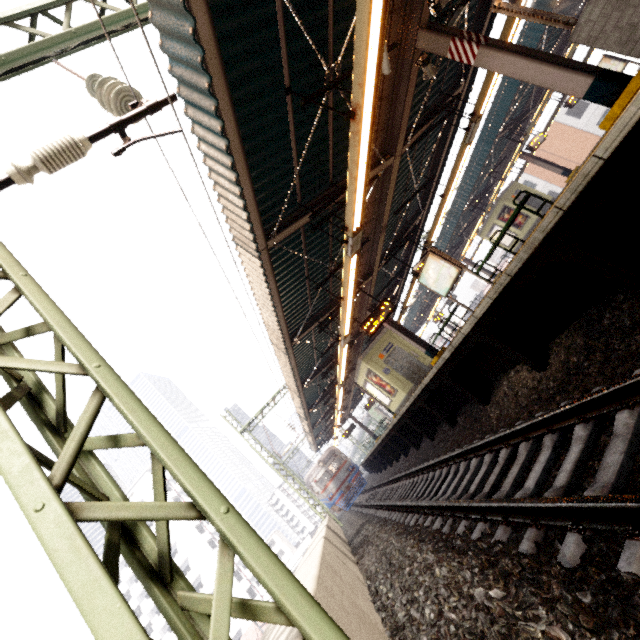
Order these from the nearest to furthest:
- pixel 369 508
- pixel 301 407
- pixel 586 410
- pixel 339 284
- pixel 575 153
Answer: pixel 586 410 → pixel 339 284 → pixel 369 508 → pixel 301 407 → pixel 575 153

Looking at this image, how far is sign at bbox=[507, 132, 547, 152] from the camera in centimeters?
1625cm

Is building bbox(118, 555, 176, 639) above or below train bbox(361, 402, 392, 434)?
above

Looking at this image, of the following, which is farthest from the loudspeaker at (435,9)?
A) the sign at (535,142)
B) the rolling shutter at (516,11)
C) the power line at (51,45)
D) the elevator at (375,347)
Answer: the sign at (535,142)

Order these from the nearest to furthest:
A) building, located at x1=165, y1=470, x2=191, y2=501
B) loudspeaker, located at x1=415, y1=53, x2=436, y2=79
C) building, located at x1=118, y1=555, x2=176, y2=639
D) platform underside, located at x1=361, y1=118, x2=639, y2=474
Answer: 1. platform underside, located at x1=361, y1=118, x2=639, y2=474
2. loudspeaker, located at x1=415, y1=53, x2=436, y2=79
3. building, located at x1=118, y1=555, x2=176, y2=639
4. building, located at x1=165, y1=470, x2=191, y2=501

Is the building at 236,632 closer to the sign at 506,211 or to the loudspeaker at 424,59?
the sign at 506,211

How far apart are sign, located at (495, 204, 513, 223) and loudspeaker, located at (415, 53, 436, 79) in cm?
1793

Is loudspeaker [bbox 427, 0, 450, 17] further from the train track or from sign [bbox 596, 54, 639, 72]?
sign [bbox 596, 54, 639, 72]
